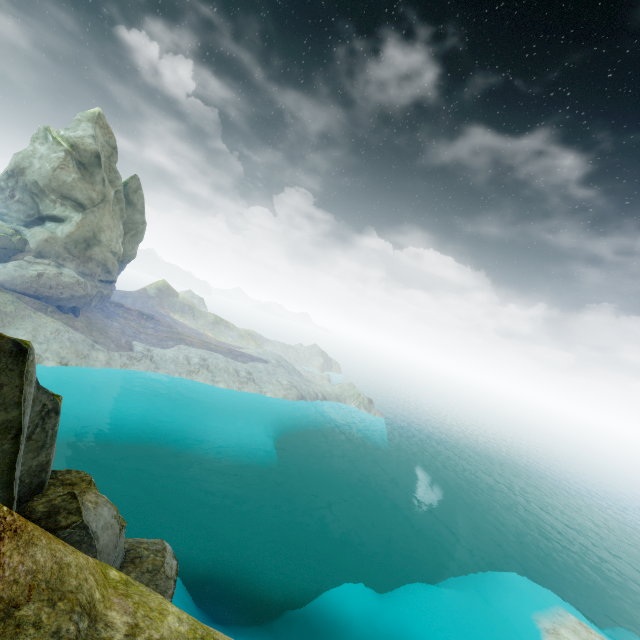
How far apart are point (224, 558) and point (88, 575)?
30.4m

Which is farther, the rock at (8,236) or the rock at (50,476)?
the rock at (8,236)

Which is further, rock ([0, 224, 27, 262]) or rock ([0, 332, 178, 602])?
rock ([0, 224, 27, 262])
